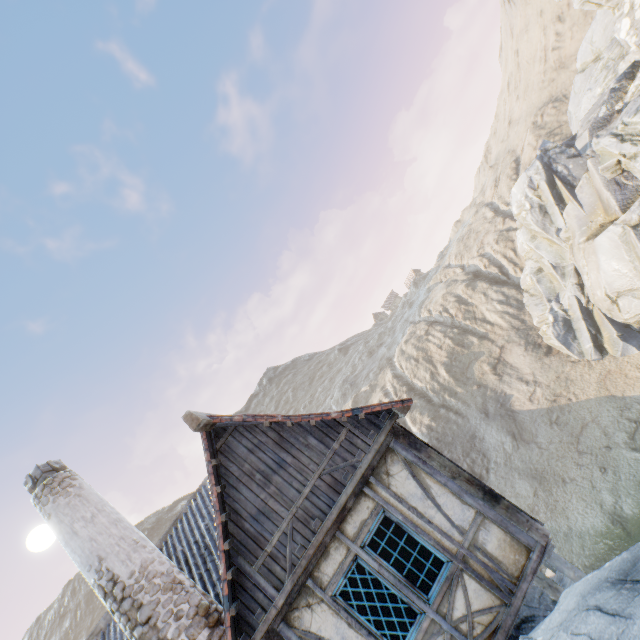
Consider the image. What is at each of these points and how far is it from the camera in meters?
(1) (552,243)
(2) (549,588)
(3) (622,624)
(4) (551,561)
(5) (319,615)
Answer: (1) rock, 26.6
(2) wooden structure, 6.2
(3) rock, 3.5
(4) wooden structure, 6.3
(5) building, 5.2

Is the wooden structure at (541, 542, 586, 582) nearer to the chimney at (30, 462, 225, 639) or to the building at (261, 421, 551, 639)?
the building at (261, 421, 551, 639)

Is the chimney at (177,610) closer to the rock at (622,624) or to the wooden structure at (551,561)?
the rock at (622,624)

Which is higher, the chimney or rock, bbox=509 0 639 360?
the chimney

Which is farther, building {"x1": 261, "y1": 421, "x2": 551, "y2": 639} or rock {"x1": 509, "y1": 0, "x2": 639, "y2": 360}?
rock {"x1": 509, "y1": 0, "x2": 639, "y2": 360}

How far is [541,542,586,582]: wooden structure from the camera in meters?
5.4 m

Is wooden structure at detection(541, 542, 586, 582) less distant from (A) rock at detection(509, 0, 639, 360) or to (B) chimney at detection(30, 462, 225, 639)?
(A) rock at detection(509, 0, 639, 360)
